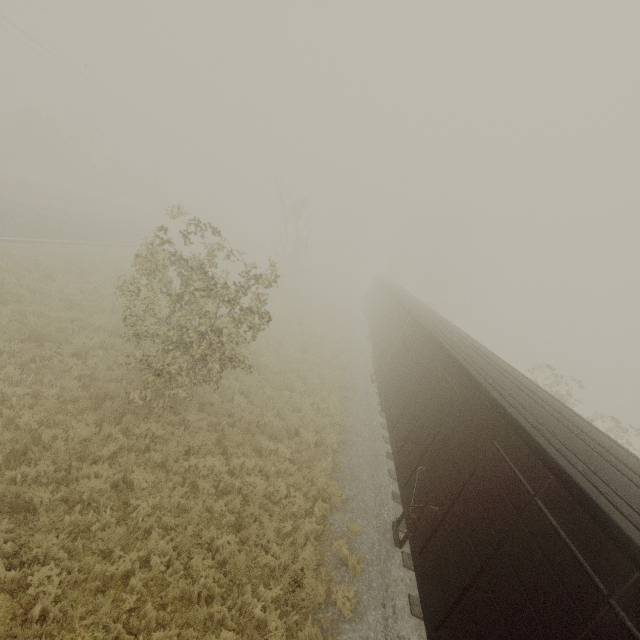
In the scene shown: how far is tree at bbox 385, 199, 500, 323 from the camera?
47.2 meters

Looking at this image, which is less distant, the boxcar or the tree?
the boxcar

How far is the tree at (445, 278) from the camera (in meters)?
47.25

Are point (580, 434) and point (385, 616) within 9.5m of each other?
yes

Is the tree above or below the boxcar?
above

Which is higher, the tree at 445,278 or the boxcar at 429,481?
the tree at 445,278
